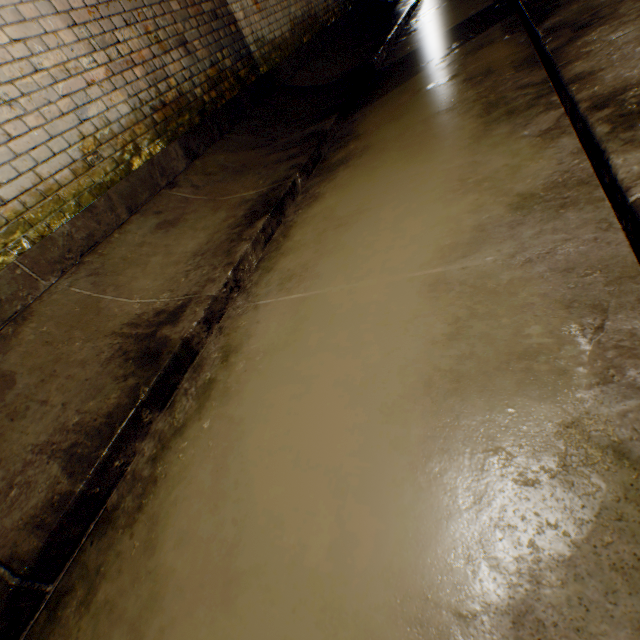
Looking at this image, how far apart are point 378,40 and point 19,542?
7.8m
